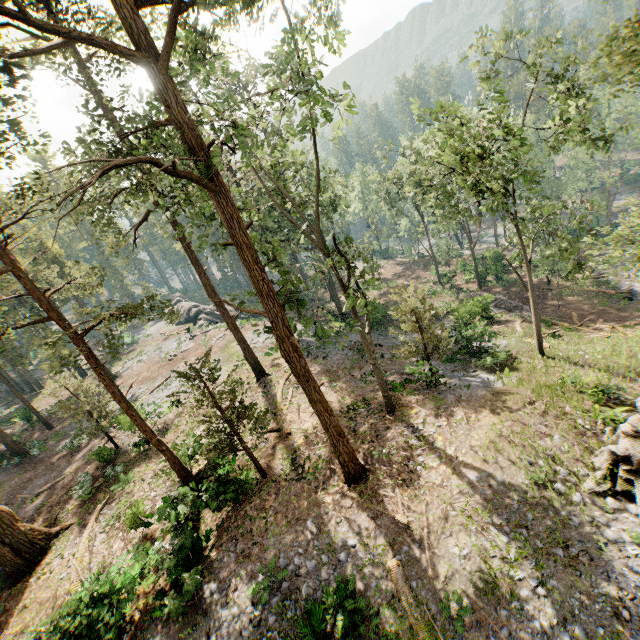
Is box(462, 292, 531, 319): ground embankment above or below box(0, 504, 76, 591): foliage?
below

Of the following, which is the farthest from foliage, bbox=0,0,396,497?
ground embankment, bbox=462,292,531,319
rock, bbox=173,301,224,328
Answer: ground embankment, bbox=462,292,531,319

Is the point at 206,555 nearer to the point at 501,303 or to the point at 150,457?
the point at 150,457

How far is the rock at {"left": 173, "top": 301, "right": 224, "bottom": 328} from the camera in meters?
47.0 m

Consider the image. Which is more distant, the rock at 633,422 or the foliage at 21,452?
the foliage at 21,452

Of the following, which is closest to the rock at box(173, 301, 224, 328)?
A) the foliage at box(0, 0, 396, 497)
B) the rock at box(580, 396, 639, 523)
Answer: the foliage at box(0, 0, 396, 497)

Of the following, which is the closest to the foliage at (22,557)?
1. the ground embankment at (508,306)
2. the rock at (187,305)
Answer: the rock at (187,305)
